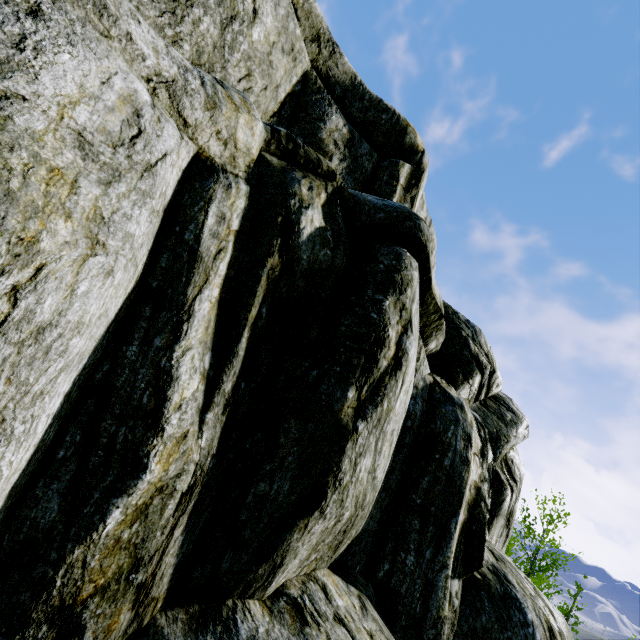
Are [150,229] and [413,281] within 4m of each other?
yes
